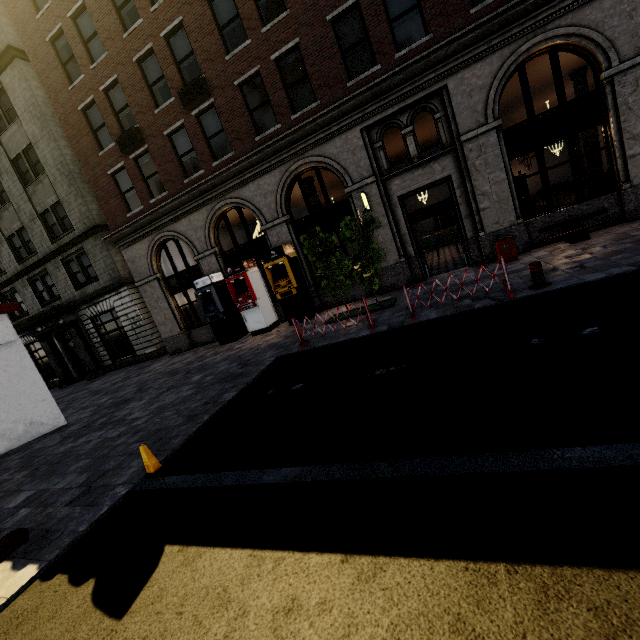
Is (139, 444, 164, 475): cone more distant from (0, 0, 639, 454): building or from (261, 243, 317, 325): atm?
(0, 0, 639, 454): building

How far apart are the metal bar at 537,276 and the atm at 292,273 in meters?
7.8

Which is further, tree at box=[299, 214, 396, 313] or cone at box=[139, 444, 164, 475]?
tree at box=[299, 214, 396, 313]

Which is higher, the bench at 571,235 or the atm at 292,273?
the atm at 292,273

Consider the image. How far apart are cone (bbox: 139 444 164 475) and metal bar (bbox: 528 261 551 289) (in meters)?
8.11

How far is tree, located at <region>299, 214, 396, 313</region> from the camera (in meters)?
9.77

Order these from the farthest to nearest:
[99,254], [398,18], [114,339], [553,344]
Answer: [114,339] → [99,254] → [398,18] → [553,344]

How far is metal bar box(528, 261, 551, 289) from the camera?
7.0m
